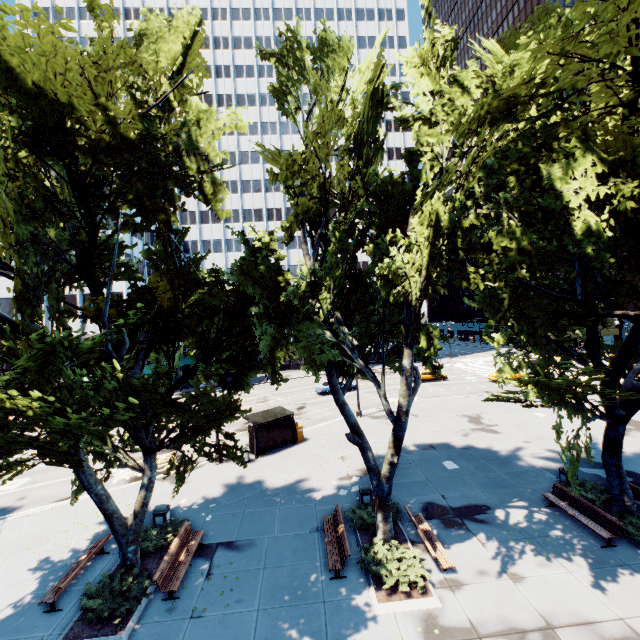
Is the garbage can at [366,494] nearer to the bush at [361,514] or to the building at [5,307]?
the bush at [361,514]

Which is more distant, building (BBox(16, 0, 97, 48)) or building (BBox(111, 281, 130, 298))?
building (BBox(16, 0, 97, 48))

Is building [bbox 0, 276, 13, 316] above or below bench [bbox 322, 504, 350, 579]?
above

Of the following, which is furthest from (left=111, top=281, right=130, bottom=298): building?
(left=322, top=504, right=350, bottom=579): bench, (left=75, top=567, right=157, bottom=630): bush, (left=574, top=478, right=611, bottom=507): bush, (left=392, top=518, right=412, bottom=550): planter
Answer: (left=574, top=478, right=611, bottom=507): bush

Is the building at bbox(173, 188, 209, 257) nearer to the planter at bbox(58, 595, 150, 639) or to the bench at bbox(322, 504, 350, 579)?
the planter at bbox(58, 595, 150, 639)

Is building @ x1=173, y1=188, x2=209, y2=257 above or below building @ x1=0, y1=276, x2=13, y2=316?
above

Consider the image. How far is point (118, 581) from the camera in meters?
10.5

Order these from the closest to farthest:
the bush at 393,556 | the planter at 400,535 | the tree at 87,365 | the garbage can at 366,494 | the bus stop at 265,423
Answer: the tree at 87,365, the bush at 393,556, the planter at 400,535, the garbage can at 366,494, the bus stop at 265,423
